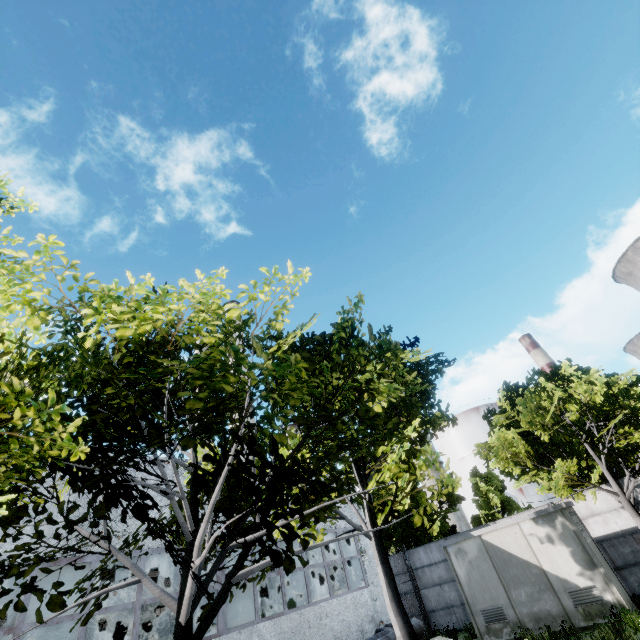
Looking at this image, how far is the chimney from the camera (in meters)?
56.03

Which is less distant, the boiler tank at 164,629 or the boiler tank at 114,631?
the boiler tank at 114,631

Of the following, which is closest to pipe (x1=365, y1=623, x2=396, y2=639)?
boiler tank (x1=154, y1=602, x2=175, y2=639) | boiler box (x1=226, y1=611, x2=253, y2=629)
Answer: boiler box (x1=226, y1=611, x2=253, y2=629)

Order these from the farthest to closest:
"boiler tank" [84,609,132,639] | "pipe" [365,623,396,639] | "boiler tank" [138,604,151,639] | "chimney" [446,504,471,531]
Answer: "chimney" [446,504,471,531]
"boiler tank" [138,604,151,639]
"boiler tank" [84,609,132,639]
"pipe" [365,623,396,639]

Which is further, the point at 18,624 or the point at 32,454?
the point at 18,624

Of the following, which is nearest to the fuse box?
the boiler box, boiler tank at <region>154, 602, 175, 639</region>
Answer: the boiler box

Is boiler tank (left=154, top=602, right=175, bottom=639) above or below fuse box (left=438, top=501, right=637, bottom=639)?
above

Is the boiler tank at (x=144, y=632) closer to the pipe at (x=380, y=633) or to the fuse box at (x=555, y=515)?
the pipe at (x=380, y=633)
